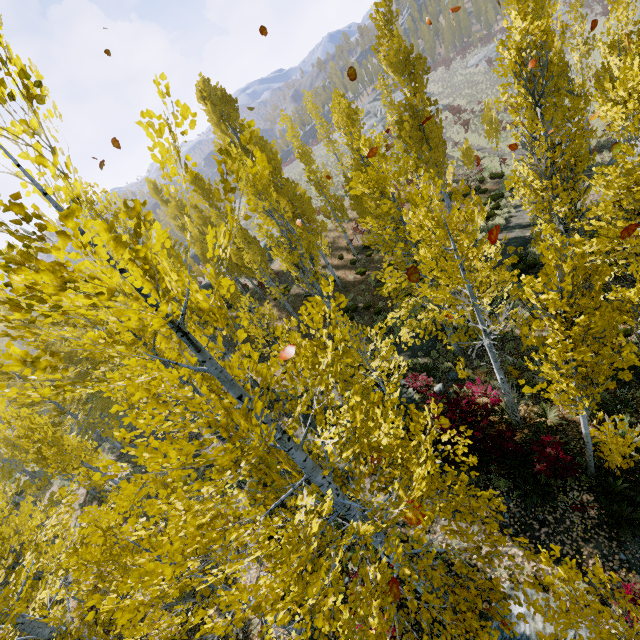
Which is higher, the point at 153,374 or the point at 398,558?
the point at 153,374

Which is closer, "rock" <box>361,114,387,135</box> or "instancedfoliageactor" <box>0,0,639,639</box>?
"instancedfoliageactor" <box>0,0,639,639</box>

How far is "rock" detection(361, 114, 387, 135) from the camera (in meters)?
52.69

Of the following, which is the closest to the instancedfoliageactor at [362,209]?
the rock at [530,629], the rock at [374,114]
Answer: the rock at [530,629]

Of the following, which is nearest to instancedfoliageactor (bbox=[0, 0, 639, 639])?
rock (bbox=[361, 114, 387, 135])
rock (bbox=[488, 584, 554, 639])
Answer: rock (bbox=[488, 584, 554, 639])

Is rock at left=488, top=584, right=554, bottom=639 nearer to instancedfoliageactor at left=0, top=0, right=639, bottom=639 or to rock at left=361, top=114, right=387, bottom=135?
instancedfoliageactor at left=0, top=0, right=639, bottom=639

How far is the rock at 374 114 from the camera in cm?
5269
